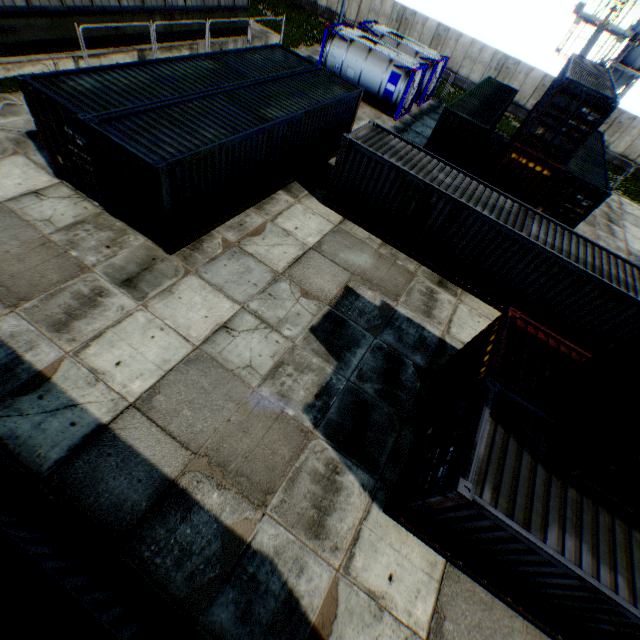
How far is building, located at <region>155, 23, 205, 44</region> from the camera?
18.7m

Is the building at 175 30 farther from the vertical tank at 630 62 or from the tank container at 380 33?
the vertical tank at 630 62

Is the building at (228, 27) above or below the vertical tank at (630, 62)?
below

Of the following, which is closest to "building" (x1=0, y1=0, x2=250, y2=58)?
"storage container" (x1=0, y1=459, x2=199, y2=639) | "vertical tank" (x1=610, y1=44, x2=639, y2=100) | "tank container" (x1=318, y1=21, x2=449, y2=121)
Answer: "tank container" (x1=318, y1=21, x2=449, y2=121)

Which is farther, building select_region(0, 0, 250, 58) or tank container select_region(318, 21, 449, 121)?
tank container select_region(318, 21, 449, 121)

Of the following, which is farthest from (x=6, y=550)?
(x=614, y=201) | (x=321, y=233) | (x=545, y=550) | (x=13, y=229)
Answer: (x=614, y=201)

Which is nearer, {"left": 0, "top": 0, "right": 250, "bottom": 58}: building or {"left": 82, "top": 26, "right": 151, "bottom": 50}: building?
{"left": 0, "top": 0, "right": 250, "bottom": 58}: building

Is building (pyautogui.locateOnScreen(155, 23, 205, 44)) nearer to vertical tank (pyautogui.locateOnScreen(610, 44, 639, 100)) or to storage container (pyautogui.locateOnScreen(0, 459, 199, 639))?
storage container (pyautogui.locateOnScreen(0, 459, 199, 639))
